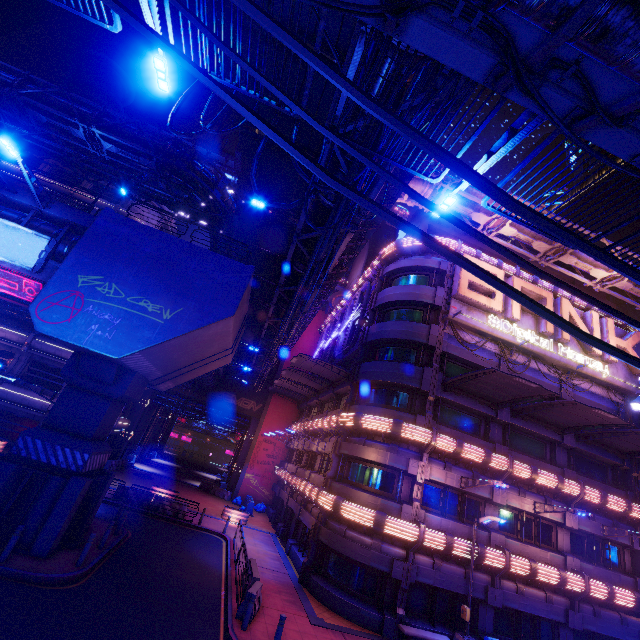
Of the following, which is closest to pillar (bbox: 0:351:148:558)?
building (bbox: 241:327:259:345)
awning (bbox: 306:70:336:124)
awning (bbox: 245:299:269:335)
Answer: awning (bbox: 306:70:336:124)

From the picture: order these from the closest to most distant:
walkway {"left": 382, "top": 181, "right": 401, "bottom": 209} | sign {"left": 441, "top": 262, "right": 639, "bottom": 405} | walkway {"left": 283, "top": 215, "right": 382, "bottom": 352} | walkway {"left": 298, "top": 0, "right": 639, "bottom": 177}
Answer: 1. walkway {"left": 298, "top": 0, "right": 639, "bottom": 177}
2. walkway {"left": 382, "top": 181, "right": 401, "bottom": 209}
3. walkway {"left": 283, "top": 215, "right": 382, "bottom": 352}
4. sign {"left": 441, "top": 262, "right": 639, "bottom": 405}

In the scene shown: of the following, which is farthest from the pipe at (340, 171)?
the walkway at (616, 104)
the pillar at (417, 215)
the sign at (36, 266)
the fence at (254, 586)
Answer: the fence at (254, 586)

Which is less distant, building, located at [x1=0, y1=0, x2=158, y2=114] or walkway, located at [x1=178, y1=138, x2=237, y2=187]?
building, located at [x1=0, y1=0, x2=158, y2=114]

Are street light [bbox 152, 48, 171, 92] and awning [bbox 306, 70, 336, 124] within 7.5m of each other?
yes

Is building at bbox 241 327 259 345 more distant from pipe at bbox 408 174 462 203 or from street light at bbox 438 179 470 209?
street light at bbox 438 179 470 209

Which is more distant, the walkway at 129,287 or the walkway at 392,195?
the walkway at 392,195

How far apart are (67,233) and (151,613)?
15.5m
